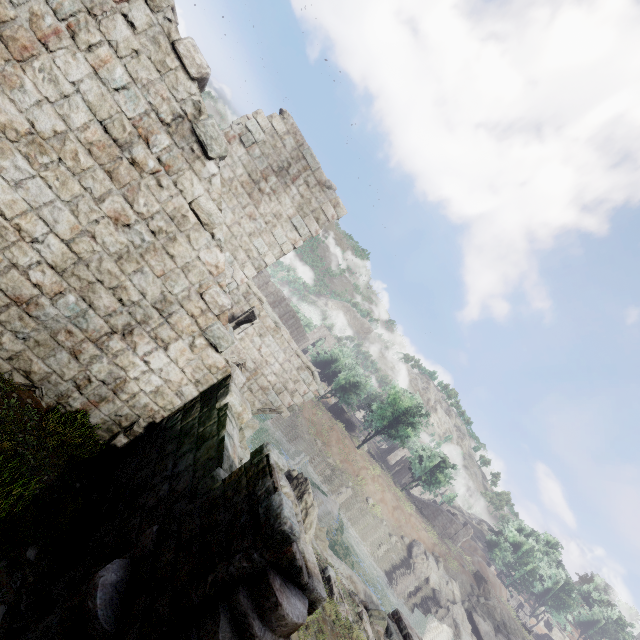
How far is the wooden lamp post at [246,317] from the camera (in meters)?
10.93

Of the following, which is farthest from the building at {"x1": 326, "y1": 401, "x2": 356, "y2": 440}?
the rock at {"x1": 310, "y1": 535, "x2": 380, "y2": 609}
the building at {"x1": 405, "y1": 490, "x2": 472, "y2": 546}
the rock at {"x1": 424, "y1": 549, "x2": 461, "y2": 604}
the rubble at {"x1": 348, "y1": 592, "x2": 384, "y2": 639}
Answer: the rubble at {"x1": 348, "y1": 592, "x2": 384, "y2": 639}

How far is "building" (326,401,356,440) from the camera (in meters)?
54.87

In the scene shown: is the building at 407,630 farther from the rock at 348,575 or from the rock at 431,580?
the rock at 431,580

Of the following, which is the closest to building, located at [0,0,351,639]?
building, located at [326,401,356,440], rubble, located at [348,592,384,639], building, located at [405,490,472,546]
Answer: building, located at [405,490,472,546]

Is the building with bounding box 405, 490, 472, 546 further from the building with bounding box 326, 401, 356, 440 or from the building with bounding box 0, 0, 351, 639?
the building with bounding box 326, 401, 356, 440

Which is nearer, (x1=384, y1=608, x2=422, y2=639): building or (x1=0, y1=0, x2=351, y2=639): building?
(x1=0, y1=0, x2=351, y2=639): building

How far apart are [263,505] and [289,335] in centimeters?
1034cm
